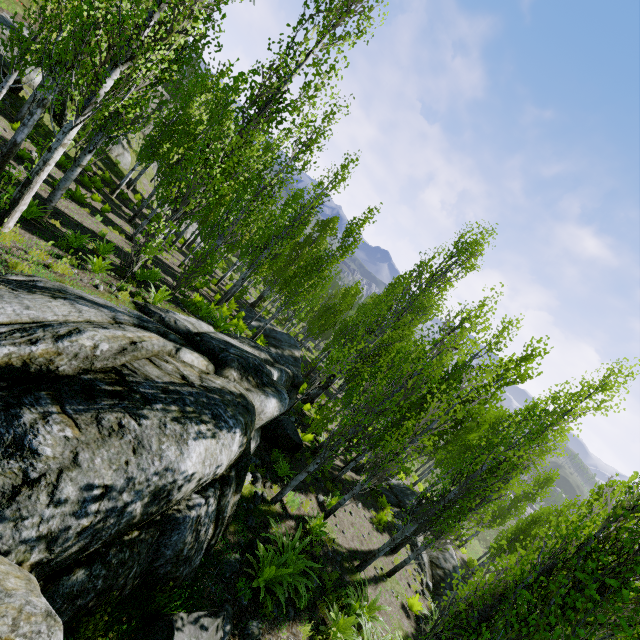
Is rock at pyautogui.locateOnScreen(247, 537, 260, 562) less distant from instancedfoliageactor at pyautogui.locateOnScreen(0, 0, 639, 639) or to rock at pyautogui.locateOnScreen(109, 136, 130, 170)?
instancedfoliageactor at pyautogui.locateOnScreen(0, 0, 639, 639)

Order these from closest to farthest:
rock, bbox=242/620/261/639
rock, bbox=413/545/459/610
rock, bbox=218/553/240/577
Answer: rock, bbox=242/620/261/639, rock, bbox=218/553/240/577, rock, bbox=413/545/459/610

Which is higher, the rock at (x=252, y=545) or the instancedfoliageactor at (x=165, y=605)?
the instancedfoliageactor at (x=165, y=605)

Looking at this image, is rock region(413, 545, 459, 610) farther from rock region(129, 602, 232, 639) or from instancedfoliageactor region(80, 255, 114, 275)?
rock region(129, 602, 232, 639)

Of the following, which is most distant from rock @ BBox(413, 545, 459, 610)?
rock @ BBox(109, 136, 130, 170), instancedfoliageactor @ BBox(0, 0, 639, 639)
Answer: rock @ BBox(109, 136, 130, 170)

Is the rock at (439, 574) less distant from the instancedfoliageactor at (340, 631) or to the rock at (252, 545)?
the instancedfoliageactor at (340, 631)

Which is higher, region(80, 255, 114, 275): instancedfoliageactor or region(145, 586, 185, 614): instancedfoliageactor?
region(80, 255, 114, 275): instancedfoliageactor

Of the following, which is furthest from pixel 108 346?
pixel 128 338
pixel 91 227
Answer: pixel 91 227
